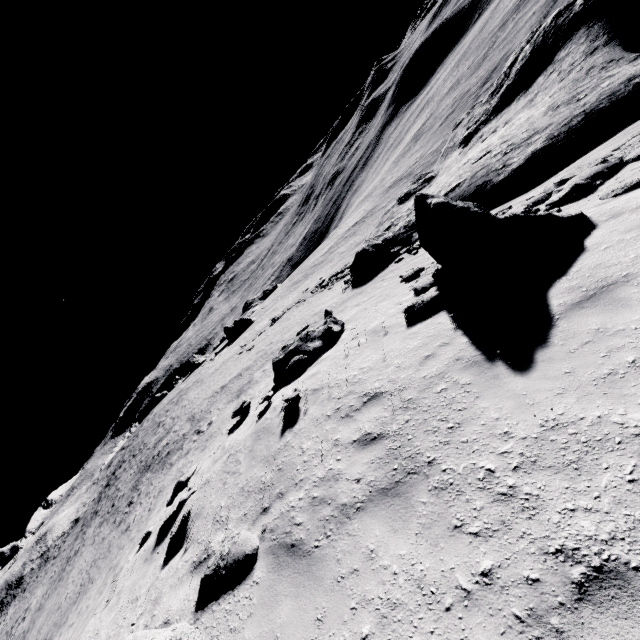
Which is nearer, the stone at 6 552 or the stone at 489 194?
the stone at 489 194

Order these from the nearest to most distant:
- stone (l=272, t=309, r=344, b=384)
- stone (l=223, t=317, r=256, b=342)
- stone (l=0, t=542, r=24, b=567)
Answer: stone (l=272, t=309, r=344, b=384), stone (l=223, t=317, r=256, b=342), stone (l=0, t=542, r=24, b=567)

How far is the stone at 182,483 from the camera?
8.91m

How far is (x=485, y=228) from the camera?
7.54m

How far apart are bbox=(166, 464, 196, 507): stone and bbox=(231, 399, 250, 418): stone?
2.7 meters

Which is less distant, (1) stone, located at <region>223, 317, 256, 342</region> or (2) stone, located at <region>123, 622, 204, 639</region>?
(2) stone, located at <region>123, 622, 204, 639</region>

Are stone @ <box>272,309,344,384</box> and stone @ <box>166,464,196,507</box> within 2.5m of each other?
no

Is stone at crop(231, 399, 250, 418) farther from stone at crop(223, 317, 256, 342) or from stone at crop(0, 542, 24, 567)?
stone at crop(0, 542, 24, 567)
